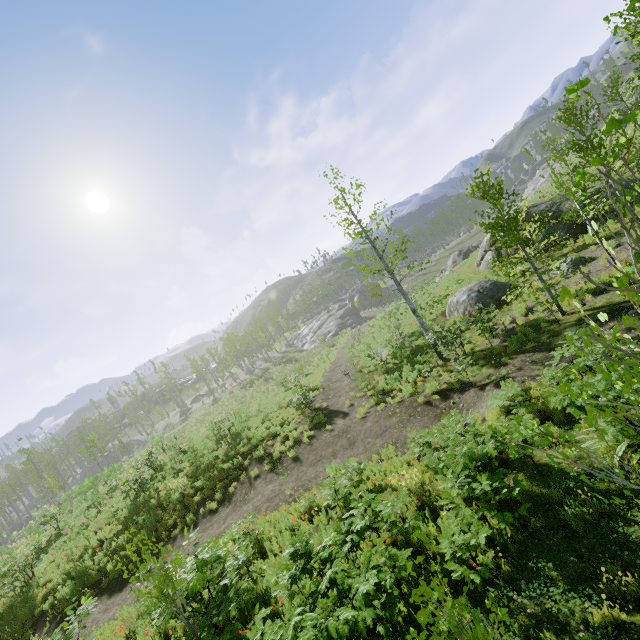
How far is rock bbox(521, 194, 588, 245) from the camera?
17.77m

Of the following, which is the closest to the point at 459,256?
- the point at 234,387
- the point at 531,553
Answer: the point at 531,553

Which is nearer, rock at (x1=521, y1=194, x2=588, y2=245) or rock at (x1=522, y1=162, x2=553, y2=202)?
rock at (x1=521, y1=194, x2=588, y2=245)

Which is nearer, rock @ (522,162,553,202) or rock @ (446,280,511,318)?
rock @ (446,280,511,318)

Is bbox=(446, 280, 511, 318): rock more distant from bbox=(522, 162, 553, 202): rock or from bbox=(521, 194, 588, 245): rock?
bbox=(522, 162, 553, 202): rock

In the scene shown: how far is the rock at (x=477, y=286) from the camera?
18.0 meters

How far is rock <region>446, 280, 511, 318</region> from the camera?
18.0 meters

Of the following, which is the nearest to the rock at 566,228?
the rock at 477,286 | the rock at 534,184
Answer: the rock at 477,286
